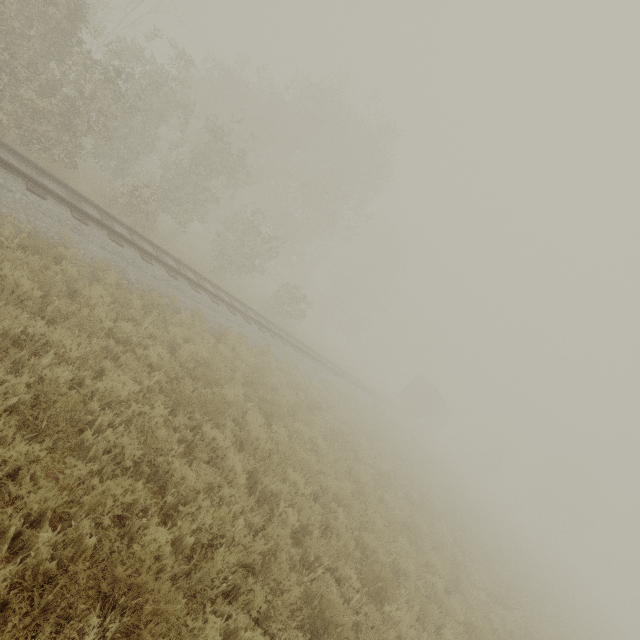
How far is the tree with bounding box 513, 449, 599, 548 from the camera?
51.5m

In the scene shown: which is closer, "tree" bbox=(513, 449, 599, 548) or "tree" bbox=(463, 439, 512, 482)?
"tree" bbox=(463, 439, 512, 482)

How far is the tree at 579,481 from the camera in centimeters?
5153cm

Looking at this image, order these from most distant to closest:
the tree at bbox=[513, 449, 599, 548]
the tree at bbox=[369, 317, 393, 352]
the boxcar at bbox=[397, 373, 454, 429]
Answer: the tree at bbox=[369, 317, 393, 352] → the tree at bbox=[513, 449, 599, 548] → the boxcar at bbox=[397, 373, 454, 429]

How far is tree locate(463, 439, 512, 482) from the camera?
49.12m

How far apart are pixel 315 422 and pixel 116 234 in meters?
8.4

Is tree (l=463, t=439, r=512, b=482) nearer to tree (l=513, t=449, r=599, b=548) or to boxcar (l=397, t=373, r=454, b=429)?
boxcar (l=397, t=373, r=454, b=429)

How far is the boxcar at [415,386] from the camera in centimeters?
3750cm
